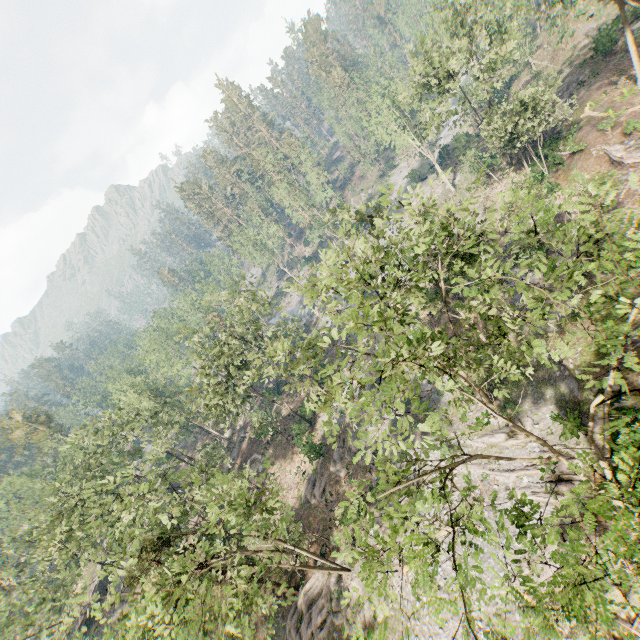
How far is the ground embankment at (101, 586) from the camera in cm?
4402

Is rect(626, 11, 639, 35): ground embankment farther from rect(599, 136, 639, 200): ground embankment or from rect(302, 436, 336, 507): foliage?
rect(599, 136, 639, 200): ground embankment

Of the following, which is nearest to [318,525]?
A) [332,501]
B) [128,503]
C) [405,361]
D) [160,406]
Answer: [332,501]

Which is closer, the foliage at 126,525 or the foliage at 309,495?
the foliage at 126,525

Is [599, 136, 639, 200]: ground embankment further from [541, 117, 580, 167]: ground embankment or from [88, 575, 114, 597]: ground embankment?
[88, 575, 114, 597]: ground embankment

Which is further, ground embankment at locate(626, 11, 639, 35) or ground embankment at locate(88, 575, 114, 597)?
ground embankment at locate(88, 575, 114, 597)

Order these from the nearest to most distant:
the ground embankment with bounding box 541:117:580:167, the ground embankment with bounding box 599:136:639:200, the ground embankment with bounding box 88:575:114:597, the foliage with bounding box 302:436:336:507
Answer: the ground embankment with bounding box 599:136:639:200 → the ground embankment with bounding box 541:117:580:167 → the foliage with bounding box 302:436:336:507 → the ground embankment with bounding box 88:575:114:597

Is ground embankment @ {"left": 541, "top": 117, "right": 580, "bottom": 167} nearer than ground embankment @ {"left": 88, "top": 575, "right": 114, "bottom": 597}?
Yes
